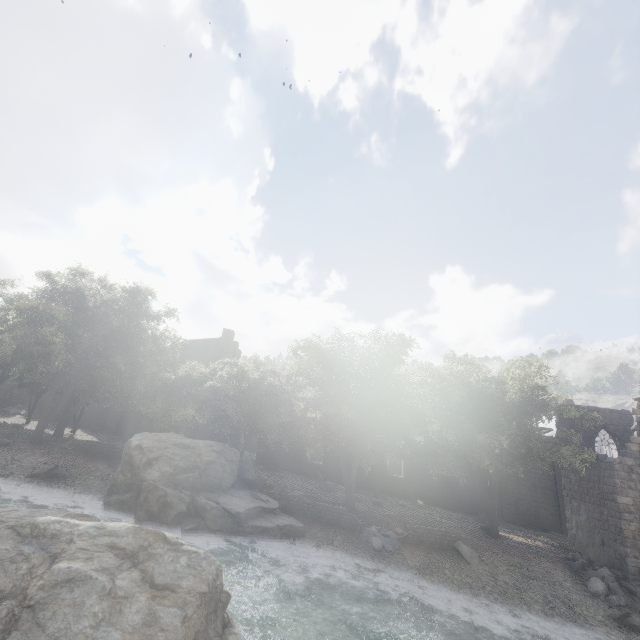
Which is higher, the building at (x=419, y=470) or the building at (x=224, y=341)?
the building at (x=224, y=341)

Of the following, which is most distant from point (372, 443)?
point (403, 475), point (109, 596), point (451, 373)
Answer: point (109, 596)

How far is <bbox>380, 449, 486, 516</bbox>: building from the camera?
30.53m

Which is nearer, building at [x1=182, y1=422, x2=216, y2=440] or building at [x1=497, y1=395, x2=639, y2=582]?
building at [x1=497, y1=395, x2=639, y2=582]

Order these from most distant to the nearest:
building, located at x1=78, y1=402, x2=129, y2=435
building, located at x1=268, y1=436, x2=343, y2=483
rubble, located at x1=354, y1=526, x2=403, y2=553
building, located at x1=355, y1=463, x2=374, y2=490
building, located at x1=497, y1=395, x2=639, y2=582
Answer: building, located at x1=78, y1=402, x2=129, y2=435
building, located at x1=268, y1=436, x2=343, y2=483
building, located at x1=355, y1=463, x2=374, y2=490
building, located at x1=497, y1=395, x2=639, y2=582
rubble, located at x1=354, y1=526, x2=403, y2=553

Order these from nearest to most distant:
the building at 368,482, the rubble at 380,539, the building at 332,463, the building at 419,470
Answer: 1. the rubble at 380,539
2. the building at 419,470
3. the building at 368,482
4. the building at 332,463

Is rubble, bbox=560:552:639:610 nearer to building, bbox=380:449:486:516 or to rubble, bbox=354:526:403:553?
building, bbox=380:449:486:516
